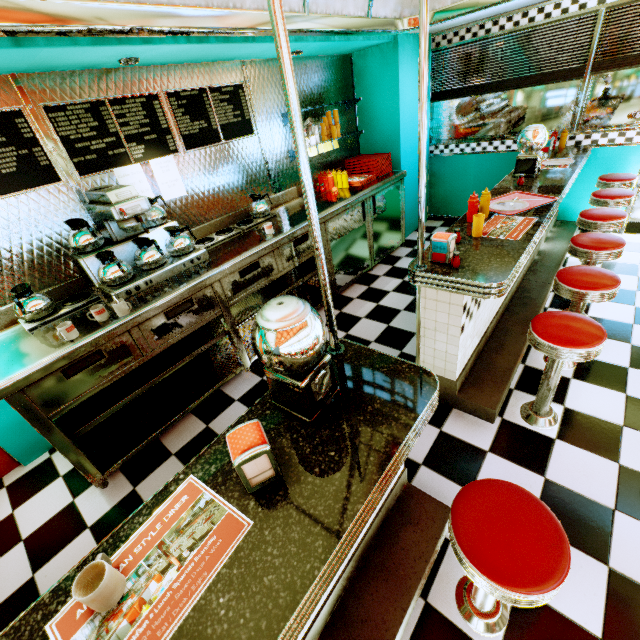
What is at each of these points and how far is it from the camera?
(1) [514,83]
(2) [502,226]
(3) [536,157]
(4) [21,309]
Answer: (1) blinds, 4.3m
(2) placemat, 2.5m
(3) gumball machine, 3.3m
(4) coffee pot, 2.2m

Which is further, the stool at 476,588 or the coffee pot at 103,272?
the coffee pot at 103,272

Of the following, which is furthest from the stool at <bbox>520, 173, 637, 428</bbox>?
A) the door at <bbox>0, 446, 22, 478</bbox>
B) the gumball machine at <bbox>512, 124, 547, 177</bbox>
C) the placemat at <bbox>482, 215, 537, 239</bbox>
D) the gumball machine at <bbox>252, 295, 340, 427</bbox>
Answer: the door at <bbox>0, 446, 22, 478</bbox>

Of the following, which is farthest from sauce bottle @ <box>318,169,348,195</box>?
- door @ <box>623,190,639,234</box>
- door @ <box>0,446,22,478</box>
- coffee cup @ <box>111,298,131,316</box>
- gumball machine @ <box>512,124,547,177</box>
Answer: door @ <box>0,446,22,478</box>

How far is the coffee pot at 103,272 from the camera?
2.4m

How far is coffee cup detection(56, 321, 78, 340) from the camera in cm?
205

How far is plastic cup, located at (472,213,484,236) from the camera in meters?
2.3

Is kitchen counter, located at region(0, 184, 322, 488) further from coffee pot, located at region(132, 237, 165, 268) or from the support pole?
the support pole
